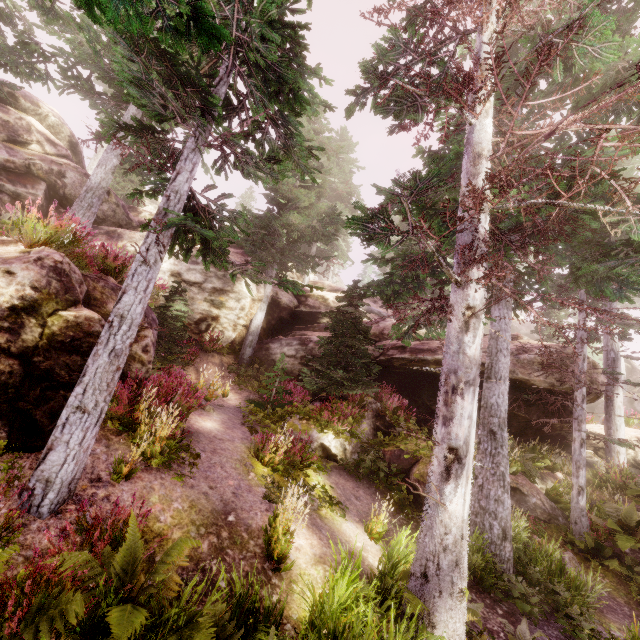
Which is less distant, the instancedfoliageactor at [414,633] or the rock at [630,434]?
the instancedfoliageactor at [414,633]

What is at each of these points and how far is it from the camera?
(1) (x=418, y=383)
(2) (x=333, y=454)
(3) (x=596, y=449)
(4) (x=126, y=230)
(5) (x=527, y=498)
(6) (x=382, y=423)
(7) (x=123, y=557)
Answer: (1) rock, 16.20m
(2) rock, 10.62m
(3) rock, 17.00m
(4) rock, 16.22m
(5) rock, 12.20m
(6) rock, 12.47m
(7) instancedfoliageactor, 3.56m

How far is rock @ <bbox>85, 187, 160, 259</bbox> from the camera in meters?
15.3 m

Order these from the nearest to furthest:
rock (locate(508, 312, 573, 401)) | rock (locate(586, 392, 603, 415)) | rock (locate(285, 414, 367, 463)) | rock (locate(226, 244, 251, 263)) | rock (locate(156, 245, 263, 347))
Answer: rock (locate(285, 414, 367, 463)), rock (locate(508, 312, 573, 401)), rock (locate(586, 392, 603, 415)), rock (locate(156, 245, 263, 347)), rock (locate(226, 244, 251, 263))

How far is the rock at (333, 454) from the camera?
10.6m

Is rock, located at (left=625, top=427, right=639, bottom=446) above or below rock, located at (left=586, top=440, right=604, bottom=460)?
above
